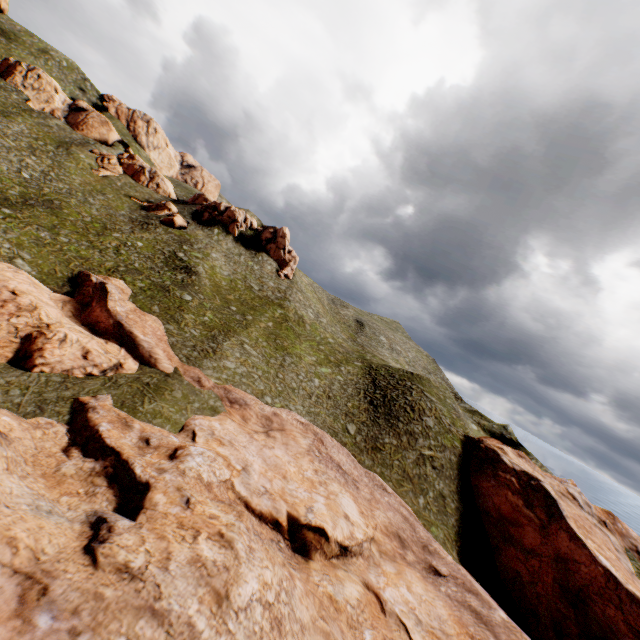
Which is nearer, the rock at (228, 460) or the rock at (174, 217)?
the rock at (228, 460)

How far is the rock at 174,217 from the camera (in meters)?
57.19

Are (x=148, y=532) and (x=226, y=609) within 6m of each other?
yes

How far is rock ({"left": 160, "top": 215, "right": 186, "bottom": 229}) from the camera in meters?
57.2

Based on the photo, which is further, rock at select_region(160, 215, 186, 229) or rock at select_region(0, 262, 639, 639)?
rock at select_region(160, 215, 186, 229)

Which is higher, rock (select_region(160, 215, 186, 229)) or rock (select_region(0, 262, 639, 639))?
rock (select_region(160, 215, 186, 229))
